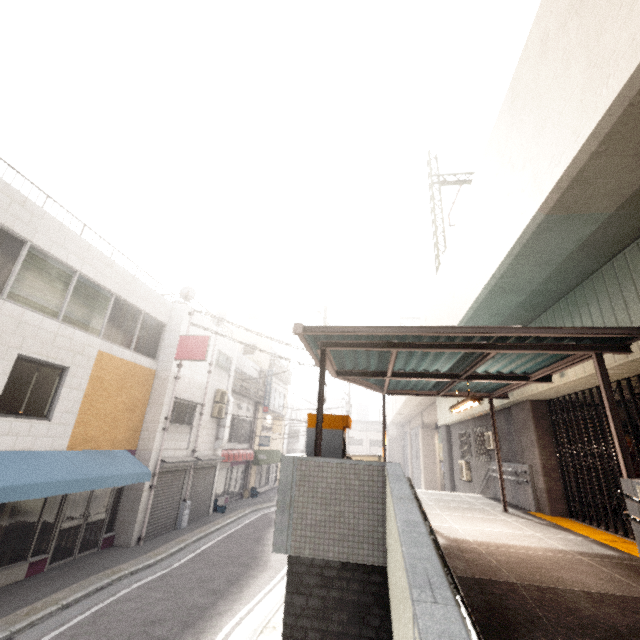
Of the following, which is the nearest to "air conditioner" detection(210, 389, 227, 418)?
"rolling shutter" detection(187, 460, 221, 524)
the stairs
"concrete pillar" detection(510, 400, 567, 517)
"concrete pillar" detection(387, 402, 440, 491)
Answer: "rolling shutter" detection(187, 460, 221, 524)

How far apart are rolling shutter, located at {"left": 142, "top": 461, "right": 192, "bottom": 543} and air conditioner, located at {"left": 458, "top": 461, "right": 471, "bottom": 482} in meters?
12.5 m

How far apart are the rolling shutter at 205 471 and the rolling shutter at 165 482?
0.42m

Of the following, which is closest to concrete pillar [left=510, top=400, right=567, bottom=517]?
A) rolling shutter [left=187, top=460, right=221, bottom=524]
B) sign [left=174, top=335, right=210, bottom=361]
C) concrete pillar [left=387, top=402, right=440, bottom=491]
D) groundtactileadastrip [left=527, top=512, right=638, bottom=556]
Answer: groundtactileadastrip [left=527, top=512, right=638, bottom=556]

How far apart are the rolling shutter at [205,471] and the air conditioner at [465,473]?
12.1 meters

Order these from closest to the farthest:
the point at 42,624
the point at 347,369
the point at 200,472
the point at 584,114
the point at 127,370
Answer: the point at 584,114, the point at 42,624, the point at 347,369, the point at 127,370, the point at 200,472

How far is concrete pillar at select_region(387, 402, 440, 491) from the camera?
26.8m

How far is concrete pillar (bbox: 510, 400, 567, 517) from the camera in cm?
850
